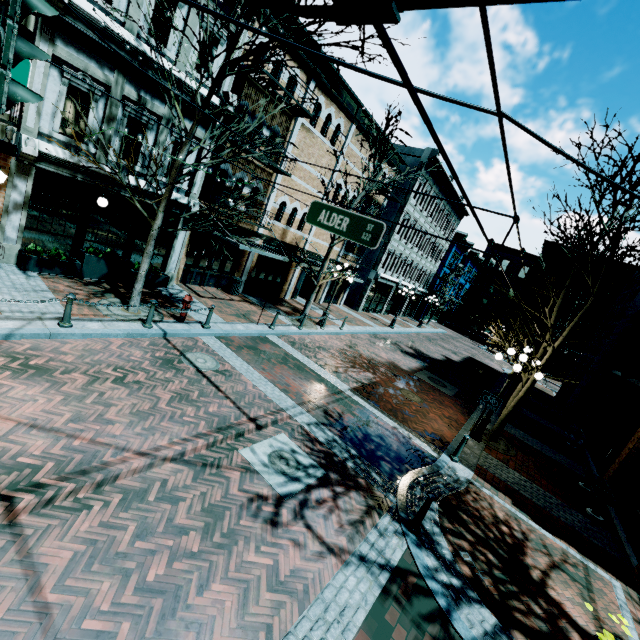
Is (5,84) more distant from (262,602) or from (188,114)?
(188,114)

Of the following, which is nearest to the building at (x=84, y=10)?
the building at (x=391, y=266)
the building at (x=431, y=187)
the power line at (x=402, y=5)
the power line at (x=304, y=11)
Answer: the building at (x=431, y=187)

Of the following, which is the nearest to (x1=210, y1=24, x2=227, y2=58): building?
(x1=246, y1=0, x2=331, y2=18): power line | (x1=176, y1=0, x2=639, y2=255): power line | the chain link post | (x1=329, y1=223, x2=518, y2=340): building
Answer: (x1=176, y1=0, x2=639, y2=255): power line

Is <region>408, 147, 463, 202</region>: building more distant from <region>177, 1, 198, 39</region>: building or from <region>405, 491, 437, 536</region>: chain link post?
<region>405, 491, 437, 536</region>: chain link post

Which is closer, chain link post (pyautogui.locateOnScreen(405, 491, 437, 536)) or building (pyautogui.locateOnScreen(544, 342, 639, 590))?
chain link post (pyautogui.locateOnScreen(405, 491, 437, 536))

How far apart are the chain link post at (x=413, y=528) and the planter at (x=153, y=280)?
11.9m

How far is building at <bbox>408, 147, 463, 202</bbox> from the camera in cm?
2448

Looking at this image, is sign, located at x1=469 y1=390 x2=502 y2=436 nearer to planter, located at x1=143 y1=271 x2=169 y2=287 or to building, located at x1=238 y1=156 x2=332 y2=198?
building, located at x1=238 y1=156 x2=332 y2=198
